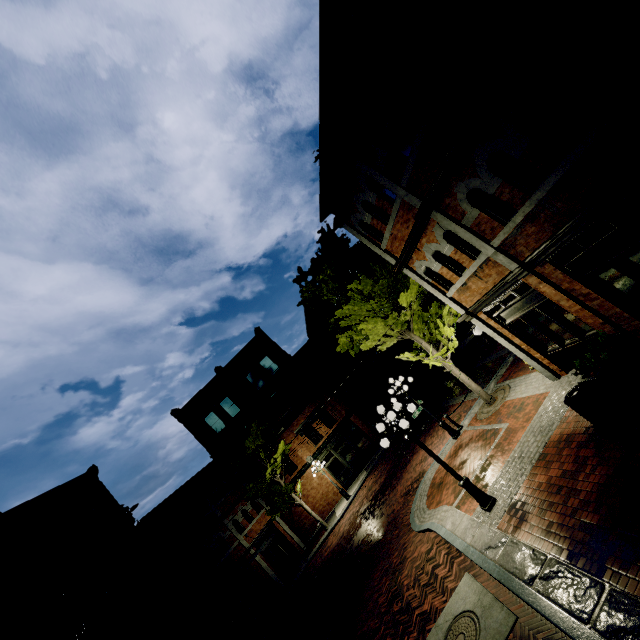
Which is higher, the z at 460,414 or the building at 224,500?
the building at 224,500

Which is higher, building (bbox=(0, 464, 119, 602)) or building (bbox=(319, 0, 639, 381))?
building (bbox=(0, 464, 119, 602))

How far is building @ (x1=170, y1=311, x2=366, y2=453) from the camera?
27.84m

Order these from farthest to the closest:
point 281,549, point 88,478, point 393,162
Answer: point 281,549 → point 88,478 → point 393,162

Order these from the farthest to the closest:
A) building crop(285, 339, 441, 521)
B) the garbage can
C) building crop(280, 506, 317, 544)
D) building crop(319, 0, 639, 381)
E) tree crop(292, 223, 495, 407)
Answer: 1. building crop(285, 339, 441, 521)
2. building crop(280, 506, 317, 544)
3. tree crop(292, 223, 495, 407)
4. the garbage can
5. building crop(319, 0, 639, 381)

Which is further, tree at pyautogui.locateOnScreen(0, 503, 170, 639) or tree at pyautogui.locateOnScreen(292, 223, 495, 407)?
tree at pyautogui.locateOnScreen(292, 223, 495, 407)

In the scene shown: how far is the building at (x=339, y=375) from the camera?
27.8m

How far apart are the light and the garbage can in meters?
3.0
